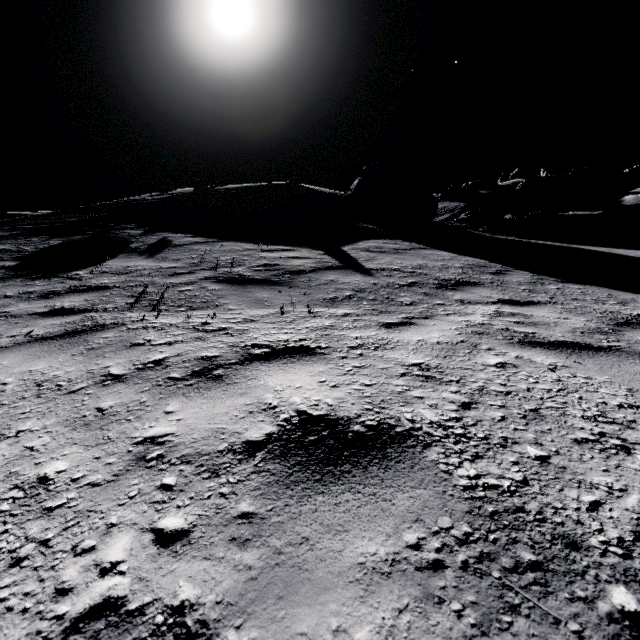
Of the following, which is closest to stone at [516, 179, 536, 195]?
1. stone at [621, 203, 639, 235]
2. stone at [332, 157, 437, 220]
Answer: stone at [621, 203, 639, 235]

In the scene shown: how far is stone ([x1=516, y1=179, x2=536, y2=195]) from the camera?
58.97m

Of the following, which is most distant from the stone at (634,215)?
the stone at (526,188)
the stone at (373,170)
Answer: Answer: the stone at (373,170)

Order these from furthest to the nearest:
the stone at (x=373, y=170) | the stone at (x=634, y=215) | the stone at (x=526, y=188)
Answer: the stone at (x=526, y=188) < the stone at (x=634, y=215) < the stone at (x=373, y=170)

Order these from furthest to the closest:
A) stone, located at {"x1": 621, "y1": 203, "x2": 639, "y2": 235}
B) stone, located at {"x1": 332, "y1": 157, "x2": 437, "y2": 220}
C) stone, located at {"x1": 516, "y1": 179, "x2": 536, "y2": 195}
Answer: stone, located at {"x1": 516, "y1": 179, "x2": 536, "y2": 195}
stone, located at {"x1": 621, "y1": 203, "x2": 639, "y2": 235}
stone, located at {"x1": 332, "y1": 157, "x2": 437, "y2": 220}

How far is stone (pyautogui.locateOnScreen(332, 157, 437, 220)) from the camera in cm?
1688

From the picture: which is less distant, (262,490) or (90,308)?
(262,490)
